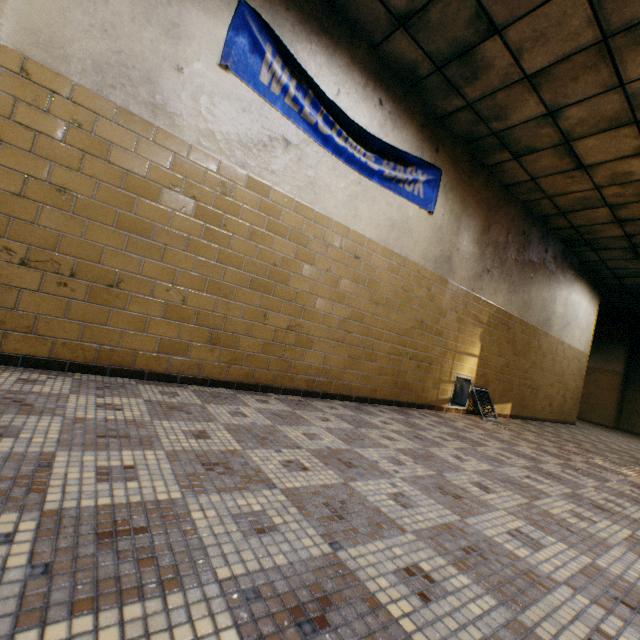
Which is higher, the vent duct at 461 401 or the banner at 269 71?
the banner at 269 71

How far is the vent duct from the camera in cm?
530

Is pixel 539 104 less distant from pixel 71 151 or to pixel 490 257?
pixel 490 257

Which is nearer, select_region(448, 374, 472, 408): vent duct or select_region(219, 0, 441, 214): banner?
select_region(219, 0, 441, 214): banner

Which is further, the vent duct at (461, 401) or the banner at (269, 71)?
the vent duct at (461, 401)

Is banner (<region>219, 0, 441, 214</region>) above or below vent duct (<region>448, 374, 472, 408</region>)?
above
